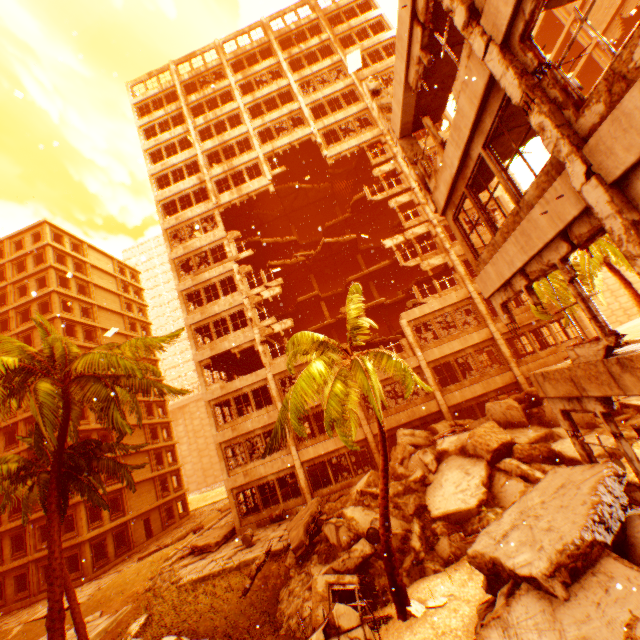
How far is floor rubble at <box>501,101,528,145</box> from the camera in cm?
719

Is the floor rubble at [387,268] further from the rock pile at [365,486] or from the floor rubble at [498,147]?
the floor rubble at [498,147]

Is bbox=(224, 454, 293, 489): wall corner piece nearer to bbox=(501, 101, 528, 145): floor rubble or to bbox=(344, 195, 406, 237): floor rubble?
bbox=(344, 195, 406, 237): floor rubble

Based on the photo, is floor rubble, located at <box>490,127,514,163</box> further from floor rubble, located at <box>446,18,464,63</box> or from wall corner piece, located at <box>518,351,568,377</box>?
wall corner piece, located at <box>518,351,568,377</box>

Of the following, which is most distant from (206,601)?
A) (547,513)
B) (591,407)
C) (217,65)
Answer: (217,65)

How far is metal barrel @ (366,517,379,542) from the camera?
11.6m

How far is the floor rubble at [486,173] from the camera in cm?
881

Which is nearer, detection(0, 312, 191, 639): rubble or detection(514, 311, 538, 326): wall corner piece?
detection(0, 312, 191, 639): rubble
